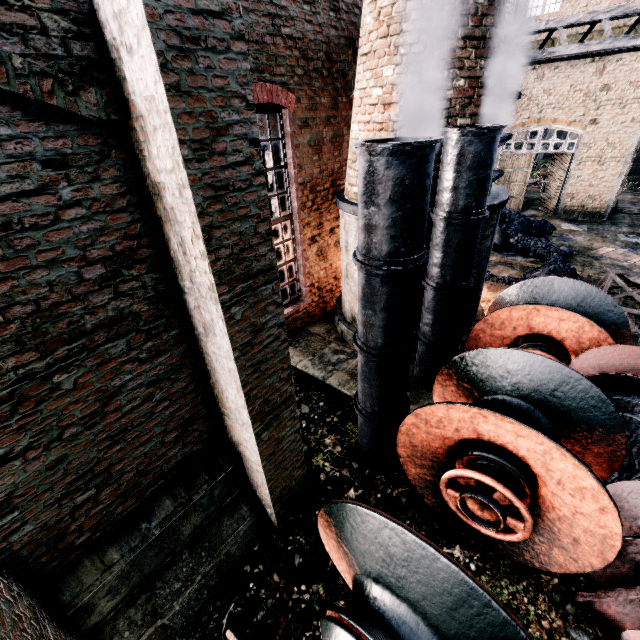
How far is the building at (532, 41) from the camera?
17.56m

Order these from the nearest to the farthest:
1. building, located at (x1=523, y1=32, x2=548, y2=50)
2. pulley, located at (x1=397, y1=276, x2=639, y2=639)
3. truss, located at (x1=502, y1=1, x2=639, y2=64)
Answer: pulley, located at (x1=397, y1=276, x2=639, y2=639) → truss, located at (x1=502, y1=1, x2=639, y2=64) → building, located at (x1=523, y1=32, x2=548, y2=50)

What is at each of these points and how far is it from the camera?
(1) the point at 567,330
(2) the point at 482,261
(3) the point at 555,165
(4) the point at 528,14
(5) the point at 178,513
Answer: (1) pulley, 6.3m
(2) furnace, 8.5m
(3) door, 20.6m
(4) building, 17.7m
(5) building, 4.6m

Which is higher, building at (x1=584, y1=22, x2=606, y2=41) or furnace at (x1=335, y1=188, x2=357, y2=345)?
building at (x1=584, y1=22, x2=606, y2=41)

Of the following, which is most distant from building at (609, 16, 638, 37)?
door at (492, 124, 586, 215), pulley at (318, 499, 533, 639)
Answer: pulley at (318, 499, 533, 639)

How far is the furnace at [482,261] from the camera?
7.8m

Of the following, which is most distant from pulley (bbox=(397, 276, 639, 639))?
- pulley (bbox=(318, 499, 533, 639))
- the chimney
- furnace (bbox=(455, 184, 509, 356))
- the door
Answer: the door
